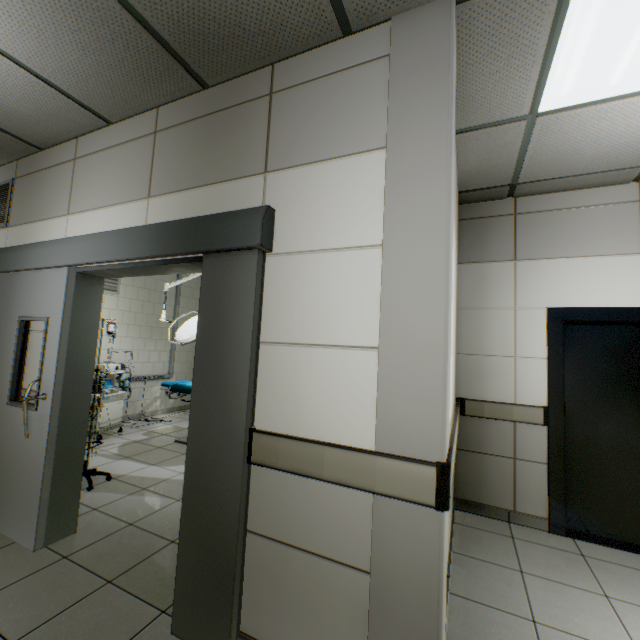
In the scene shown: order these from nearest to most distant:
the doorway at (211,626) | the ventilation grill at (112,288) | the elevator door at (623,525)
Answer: the doorway at (211,626), the elevator door at (623,525), the ventilation grill at (112,288)

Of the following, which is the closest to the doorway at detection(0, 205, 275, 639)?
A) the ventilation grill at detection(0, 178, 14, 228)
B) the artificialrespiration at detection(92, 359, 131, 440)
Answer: the ventilation grill at detection(0, 178, 14, 228)

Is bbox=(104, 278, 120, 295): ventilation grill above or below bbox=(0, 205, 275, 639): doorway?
above

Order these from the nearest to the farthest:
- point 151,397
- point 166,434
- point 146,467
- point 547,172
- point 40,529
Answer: point 40,529 < point 547,172 < point 146,467 < point 166,434 < point 151,397

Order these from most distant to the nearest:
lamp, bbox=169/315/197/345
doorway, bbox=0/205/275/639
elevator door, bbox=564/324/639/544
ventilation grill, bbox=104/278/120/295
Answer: ventilation grill, bbox=104/278/120/295
lamp, bbox=169/315/197/345
elevator door, bbox=564/324/639/544
doorway, bbox=0/205/275/639

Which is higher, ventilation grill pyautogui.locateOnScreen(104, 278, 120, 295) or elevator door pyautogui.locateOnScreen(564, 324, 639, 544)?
ventilation grill pyautogui.locateOnScreen(104, 278, 120, 295)

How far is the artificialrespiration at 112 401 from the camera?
4.9 meters

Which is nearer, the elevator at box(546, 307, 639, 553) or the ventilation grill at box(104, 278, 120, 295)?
the elevator at box(546, 307, 639, 553)
